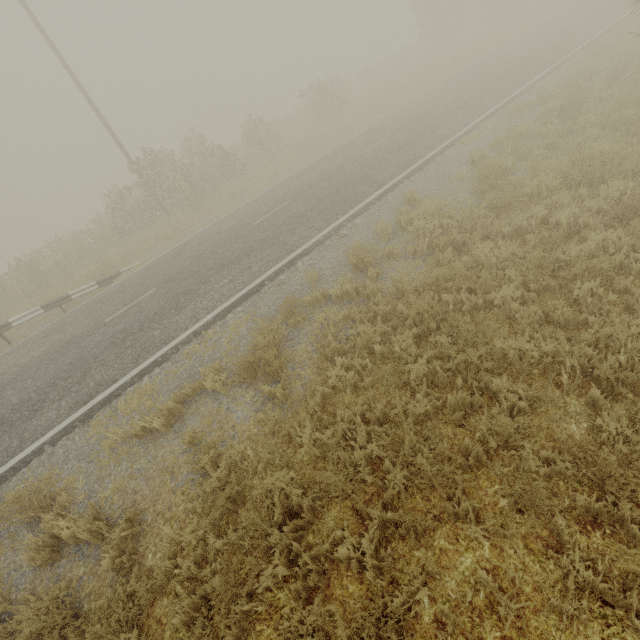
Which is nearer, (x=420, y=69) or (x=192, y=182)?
(x=192, y=182)
